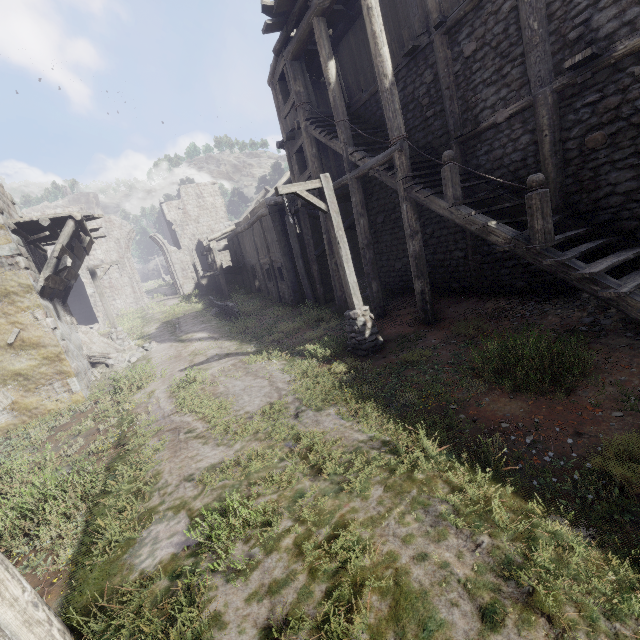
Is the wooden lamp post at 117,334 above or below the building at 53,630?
above

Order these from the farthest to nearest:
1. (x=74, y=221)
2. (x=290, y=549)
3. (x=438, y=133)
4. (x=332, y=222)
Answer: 1. (x=74, y=221)
2. (x=438, y=133)
3. (x=332, y=222)
4. (x=290, y=549)

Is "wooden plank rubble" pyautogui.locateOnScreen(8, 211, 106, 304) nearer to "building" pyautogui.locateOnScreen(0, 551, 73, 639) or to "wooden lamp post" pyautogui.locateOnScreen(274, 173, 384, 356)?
"building" pyautogui.locateOnScreen(0, 551, 73, 639)

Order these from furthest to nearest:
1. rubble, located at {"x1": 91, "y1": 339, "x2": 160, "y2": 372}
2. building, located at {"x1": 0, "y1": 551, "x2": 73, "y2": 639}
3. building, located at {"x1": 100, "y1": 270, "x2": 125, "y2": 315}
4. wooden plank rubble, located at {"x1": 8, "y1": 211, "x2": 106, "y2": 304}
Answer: building, located at {"x1": 100, "y1": 270, "x2": 125, "y2": 315} < rubble, located at {"x1": 91, "y1": 339, "x2": 160, "y2": 372} < wooden plank rubble, located at {"x1": 8, "y1": 211, "x2": 106, "y2": 304} < building, located at {"x1": 0, "y1": 551, "x2": 73, "y2": 639}

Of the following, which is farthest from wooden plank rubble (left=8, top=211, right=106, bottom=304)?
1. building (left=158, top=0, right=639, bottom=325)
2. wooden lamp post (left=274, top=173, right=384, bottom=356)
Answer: wooden lamp post (left=274, top=173, right=384, bottom=356)

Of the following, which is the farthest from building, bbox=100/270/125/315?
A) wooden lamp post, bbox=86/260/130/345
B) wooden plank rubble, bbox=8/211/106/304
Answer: wooden lamp post, bbox=86/260/130/345

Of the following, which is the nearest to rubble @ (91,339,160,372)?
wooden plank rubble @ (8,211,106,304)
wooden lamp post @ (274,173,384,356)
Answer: wooden plank rubble @ (8,211,106,304)

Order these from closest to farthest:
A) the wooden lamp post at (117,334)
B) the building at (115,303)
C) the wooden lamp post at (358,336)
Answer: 1. the wooden lamp post at (358,336)
2. the wooden lamp post at (117,334)
3. the building at (115,303)
